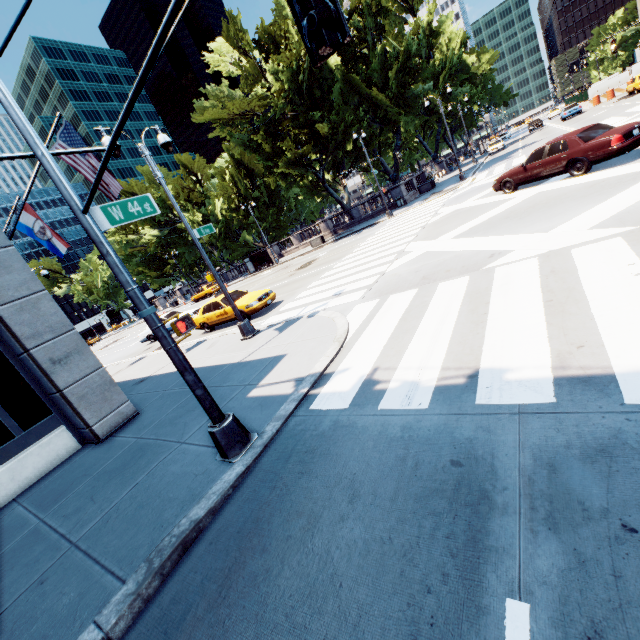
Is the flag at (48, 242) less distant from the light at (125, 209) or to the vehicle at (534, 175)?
the light at (125, 209)

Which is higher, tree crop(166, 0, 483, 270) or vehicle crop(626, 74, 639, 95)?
tree crop(166, 0, 483, 270)

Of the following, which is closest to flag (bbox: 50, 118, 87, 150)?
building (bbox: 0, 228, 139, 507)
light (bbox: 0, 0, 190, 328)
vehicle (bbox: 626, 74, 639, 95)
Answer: building (bbox: 0, 228, 139, 507)

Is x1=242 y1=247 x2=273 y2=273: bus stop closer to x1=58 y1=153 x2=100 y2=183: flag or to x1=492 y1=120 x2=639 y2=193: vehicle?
x1=58 y1=153 x2=100 y2=183: flag

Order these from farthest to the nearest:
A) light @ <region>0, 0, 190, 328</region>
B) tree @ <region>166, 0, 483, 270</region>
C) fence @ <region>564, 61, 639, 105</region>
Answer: fence @ <region>564, 61, 639, 105</region>, tree @ <region>166, 0, 483, 270</region>, light @ <region>0, 0, 190, 328</region>

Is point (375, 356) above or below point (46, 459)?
below

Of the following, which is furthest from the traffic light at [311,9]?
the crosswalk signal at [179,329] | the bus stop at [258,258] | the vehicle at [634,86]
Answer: the vehicle at [634,86]

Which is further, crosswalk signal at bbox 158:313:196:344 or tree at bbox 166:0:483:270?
tree at bbox 166:0:483:270
